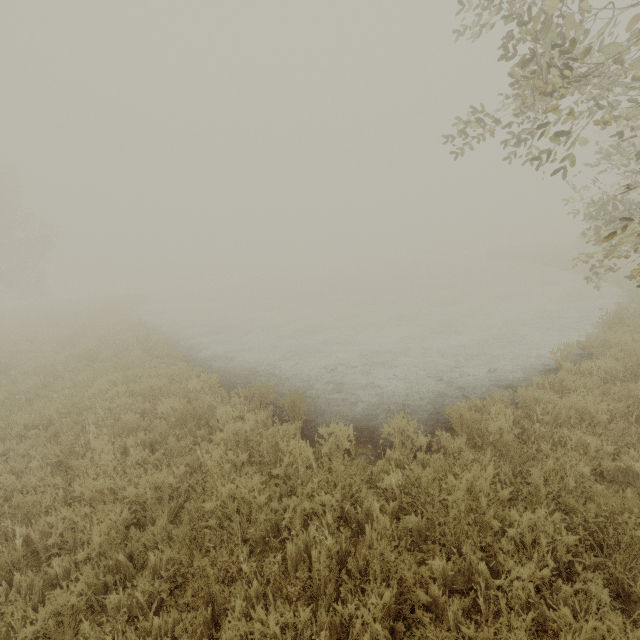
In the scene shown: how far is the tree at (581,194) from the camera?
4.3 meters

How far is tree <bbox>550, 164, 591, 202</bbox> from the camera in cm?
430

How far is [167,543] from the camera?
3.2m
